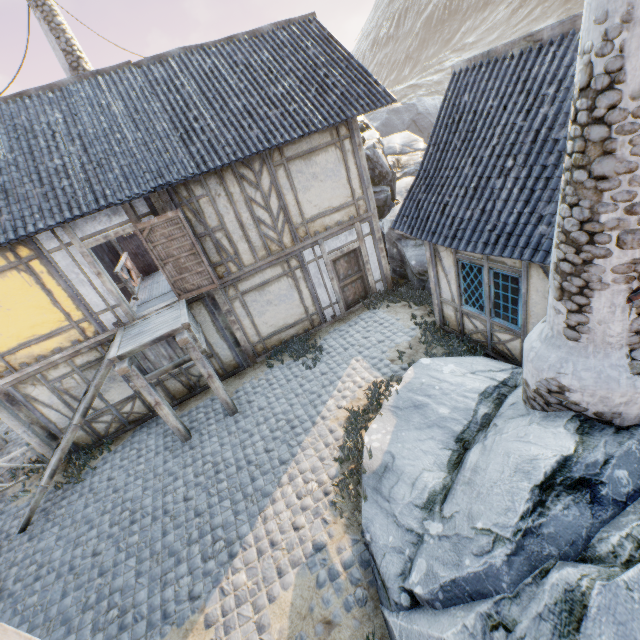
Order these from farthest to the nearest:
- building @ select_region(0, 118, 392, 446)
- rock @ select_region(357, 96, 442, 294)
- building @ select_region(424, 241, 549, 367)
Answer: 1. rock @ select_region(357, 96, 442, 294)
2. building @ select_region(0, 118, 392, 446)
3. building @ select_region(424, 241, 549, 367)

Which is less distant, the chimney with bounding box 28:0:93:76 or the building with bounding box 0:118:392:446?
the building with bounding box 0:118:392:446

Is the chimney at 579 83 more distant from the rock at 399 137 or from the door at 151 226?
the rock at 399 137

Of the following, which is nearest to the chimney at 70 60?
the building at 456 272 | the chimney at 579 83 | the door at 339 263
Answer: the door at 339 263

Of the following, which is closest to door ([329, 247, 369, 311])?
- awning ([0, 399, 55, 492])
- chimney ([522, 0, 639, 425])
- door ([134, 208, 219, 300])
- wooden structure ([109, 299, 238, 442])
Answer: door ([134, 208, 219, 300])

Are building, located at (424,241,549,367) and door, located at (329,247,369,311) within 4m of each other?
yes

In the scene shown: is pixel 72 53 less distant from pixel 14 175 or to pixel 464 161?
pixel 14 175

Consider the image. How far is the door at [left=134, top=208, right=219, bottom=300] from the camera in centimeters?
798cm
